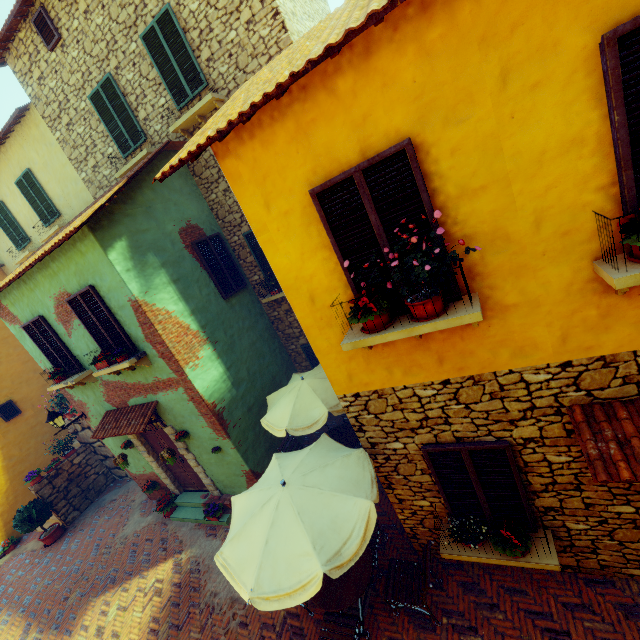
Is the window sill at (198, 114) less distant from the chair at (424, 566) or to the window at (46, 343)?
the window at (46, 343)

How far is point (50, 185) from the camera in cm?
1080

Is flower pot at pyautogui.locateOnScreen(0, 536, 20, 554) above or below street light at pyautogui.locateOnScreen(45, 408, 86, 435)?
below

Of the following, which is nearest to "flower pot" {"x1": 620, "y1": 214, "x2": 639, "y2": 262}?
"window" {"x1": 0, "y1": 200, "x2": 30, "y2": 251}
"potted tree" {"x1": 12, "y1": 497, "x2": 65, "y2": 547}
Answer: "potted tree" {"x1": 12, "y1": 497, "x2": 65, "y2": 547}

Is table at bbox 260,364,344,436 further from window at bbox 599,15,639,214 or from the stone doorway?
window at bbox 599,15,639,214

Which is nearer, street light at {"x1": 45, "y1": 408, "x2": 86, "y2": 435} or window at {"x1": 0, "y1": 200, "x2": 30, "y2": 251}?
street light at {"x1": 45, "y1": 408, "x2": 86, "y2": 435}

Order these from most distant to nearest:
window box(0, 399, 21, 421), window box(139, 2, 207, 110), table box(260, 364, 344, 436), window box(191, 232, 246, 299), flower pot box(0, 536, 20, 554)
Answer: window box(0, 399, 21, 421) < flower pot box(0, 536, 20, 554) < window box(191, 232, 246, 299) < window box(139, 2, 207, 110) < table box(260, 364, 344, 436)

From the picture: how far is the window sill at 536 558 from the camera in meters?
4.2 m
